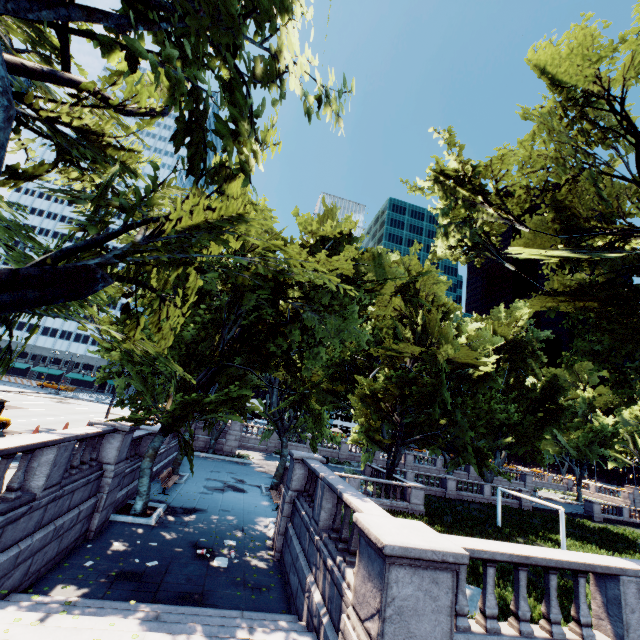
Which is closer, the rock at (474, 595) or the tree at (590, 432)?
the tree at (590, 432)

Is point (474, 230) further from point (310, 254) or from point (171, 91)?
point (171, 91)

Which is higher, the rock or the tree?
the tree

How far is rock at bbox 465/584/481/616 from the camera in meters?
11.7 m

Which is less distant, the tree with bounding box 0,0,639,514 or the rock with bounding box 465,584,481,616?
the tree with bounding box 0,0,639,514

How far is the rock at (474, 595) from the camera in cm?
1167
